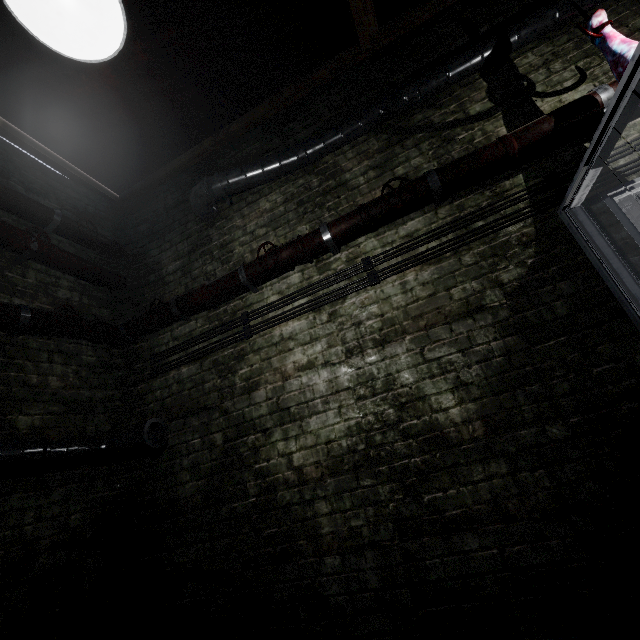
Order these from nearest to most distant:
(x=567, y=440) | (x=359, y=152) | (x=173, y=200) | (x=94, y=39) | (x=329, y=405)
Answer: (x=94, y=39)
(x=567, y=440)
(x=329, y=405)
(x=359, y=152)
(x=173, y=200)

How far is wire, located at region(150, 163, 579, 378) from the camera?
2.0m

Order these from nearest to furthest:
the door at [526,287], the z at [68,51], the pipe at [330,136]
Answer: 1. the z at [68,51]
2. the door at [526,287]
3. the pipe at [330,136]

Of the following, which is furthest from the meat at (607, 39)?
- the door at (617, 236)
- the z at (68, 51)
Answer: the z at (68, 51)

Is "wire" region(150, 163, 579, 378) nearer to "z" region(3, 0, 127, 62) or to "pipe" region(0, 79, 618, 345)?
"pipe" region(0, 79, 618, 345)

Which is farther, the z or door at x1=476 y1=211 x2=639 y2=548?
door at x1=476 y1=211 x2=639 y2=548

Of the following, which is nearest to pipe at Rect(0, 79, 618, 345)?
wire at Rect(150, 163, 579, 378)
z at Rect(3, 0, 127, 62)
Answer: wire at Rect(150, 163, 579, 378)
